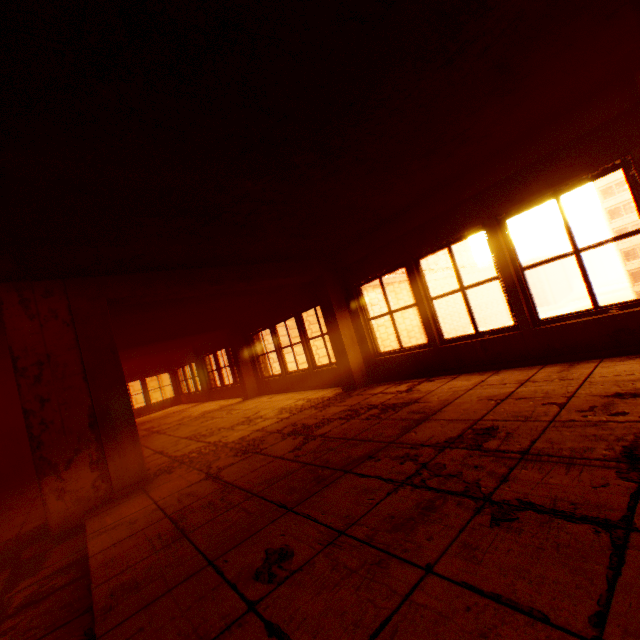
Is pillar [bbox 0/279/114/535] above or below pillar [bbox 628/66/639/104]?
below

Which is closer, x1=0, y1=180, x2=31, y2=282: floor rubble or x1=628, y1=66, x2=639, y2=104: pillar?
x1=0, y1=180, x2=31, y2=282: floor rubble

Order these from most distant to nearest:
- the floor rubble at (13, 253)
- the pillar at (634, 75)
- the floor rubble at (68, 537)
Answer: the pillar at (634, 75) → the floor rubble at (13, 253) → the floor rubble at (68, 537)

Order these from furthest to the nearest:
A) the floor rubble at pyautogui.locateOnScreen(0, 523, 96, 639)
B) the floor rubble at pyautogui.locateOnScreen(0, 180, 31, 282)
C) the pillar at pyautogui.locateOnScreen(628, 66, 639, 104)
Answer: the pillar at pyautogui.locateOnScreen(628, 66, 639, 104)
the floor rubble at pyautogui.locateOnScreen(0, 180, 31, 282)
the floor rubble at pyautogui.locateOnScreen(0, 523, 96, 639)

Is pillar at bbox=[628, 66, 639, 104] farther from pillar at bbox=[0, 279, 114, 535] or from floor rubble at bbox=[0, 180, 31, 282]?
pillar at bbox=[0, 279, 114, 535]

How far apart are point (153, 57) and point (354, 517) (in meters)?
2.70

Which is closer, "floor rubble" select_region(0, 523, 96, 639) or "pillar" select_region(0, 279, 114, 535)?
"floor rubble" select_region(0, 523, 96, 639)

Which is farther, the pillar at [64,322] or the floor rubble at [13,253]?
the pillar at [64,322]
